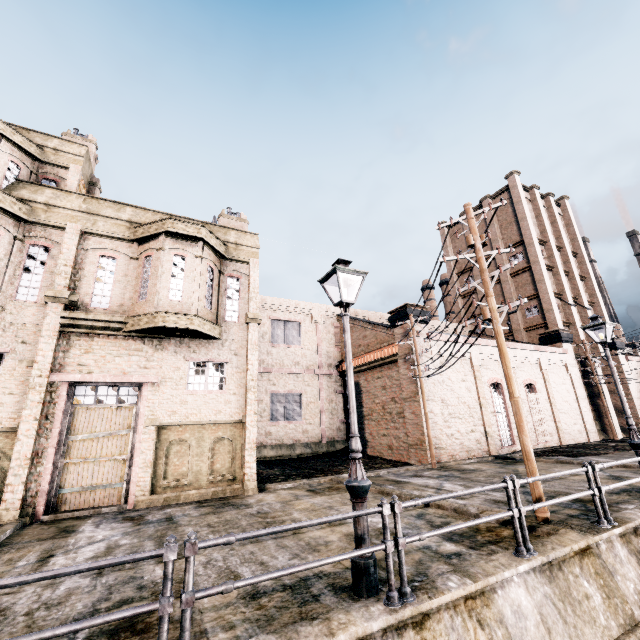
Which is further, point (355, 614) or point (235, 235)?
point (235, 235)

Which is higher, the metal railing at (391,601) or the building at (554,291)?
the building at (554,291)

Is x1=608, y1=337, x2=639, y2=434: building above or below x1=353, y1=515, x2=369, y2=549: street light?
above

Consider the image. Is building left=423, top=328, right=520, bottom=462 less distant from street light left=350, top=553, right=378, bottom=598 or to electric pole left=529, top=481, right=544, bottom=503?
electric pole left=529, top=481, right=544, bottom=503

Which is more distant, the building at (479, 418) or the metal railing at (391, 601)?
the building at (479, 418)

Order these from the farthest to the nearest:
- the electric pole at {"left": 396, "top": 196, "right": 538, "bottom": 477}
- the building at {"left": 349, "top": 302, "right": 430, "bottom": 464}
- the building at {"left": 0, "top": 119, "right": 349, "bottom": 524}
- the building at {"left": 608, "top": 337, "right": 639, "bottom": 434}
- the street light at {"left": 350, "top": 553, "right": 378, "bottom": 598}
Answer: → the building at {"left": 608, "top": 337, "right": 639, "bottom": 434} < the building at {"left": 349, "top": 302, "right": 430, "bottom": 464} < the building at {"left": 0, "top": 119, "right": 349, "bottom": 524} < the electric pole at {"left": 396, "top": 196, "right": 538, "bottom": 477} < the street light at {"left": 350, "top": 553, "right": 378, "bottom": 598}

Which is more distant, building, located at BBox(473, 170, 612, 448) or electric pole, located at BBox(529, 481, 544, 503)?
building, located at BBox(473, 170, 612, 448)
